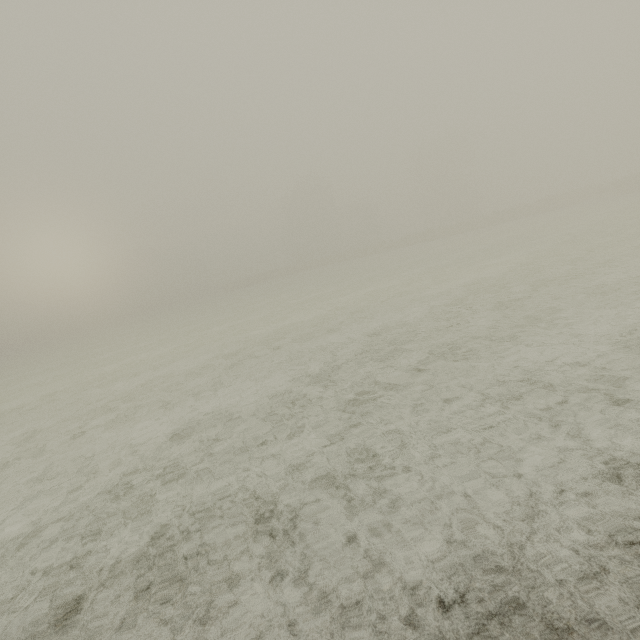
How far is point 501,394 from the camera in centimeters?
439cm
